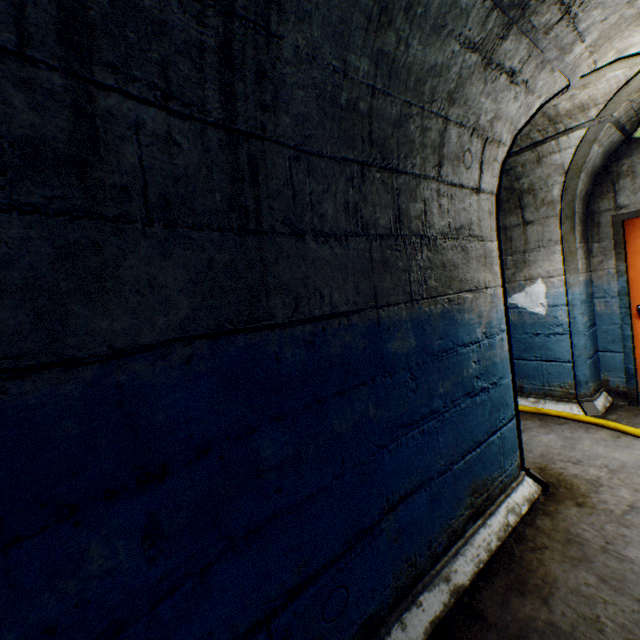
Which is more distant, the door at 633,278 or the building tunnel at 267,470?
the door at 633,278

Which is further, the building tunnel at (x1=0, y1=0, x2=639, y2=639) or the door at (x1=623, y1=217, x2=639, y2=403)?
the door at (x1=623, y1=217, x2=639, y2=403)

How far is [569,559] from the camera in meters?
1.8 m
